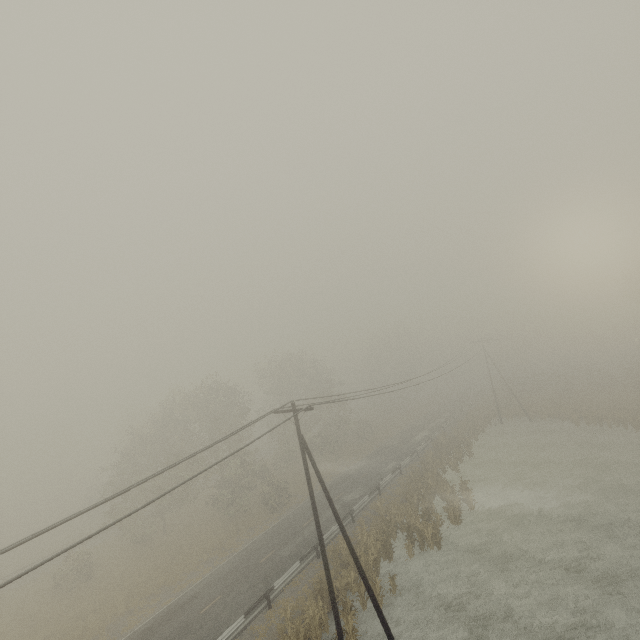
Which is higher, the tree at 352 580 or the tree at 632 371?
the tree at 632 371

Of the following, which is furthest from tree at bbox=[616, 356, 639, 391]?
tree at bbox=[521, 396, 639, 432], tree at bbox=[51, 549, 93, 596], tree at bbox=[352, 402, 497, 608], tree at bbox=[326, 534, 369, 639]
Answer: tree at bbox=[326, 534, 369, 639]

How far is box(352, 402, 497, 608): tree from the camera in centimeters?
2175cm

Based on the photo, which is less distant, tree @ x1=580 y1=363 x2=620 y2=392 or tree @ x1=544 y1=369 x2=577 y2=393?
tree @ x1=580 y1=363 x2=620 y2=392

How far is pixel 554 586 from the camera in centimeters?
1709cm

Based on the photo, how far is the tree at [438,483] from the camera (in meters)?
21.75

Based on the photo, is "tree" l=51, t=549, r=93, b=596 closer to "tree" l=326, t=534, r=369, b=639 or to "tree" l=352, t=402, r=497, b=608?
"tree" l=352, t=402, r=497, b=608

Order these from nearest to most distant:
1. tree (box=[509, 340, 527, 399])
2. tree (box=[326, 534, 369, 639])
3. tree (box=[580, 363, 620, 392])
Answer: tree (box=[326, 534, 369, 639]) < tree (box=[580, 363, 620, 392]) < tree (box=[509, 340, 527, 399])
